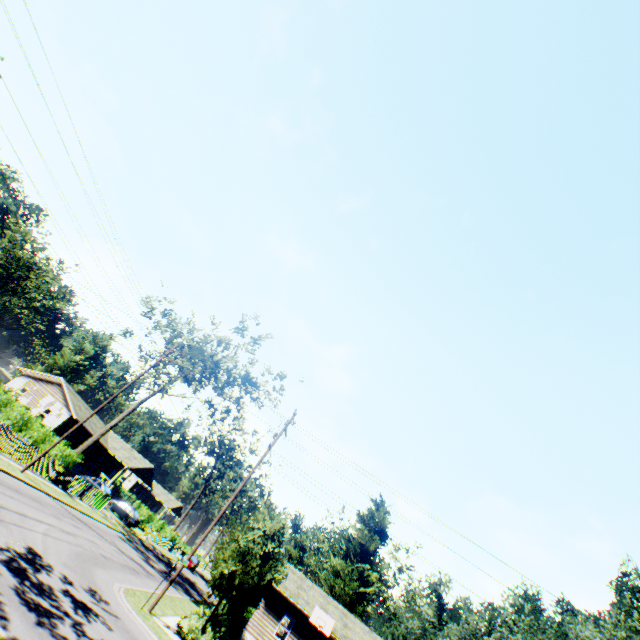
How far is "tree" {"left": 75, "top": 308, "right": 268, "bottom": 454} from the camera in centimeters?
2984cm

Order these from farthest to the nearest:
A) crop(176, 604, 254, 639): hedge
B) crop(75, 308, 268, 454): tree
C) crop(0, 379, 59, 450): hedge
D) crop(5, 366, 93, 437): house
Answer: crop(5, 366, 93, 437): house → crop(75, 308, 268, 454): tree → crop(0, 379, 59, 450): hedge → crop(176, 604, 254, 639): hedge

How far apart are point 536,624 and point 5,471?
64.12m

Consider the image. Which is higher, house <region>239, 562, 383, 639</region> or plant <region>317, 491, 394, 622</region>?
plant <region>317, 491, 394, 622</region>

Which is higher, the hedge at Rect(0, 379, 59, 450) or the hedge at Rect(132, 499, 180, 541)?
the hedge at Rect(0, 379, 59, 450)

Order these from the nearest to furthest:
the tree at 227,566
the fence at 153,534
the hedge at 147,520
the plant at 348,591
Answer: the tree at 227,566, the plant at 348,591, the fence at 153,534, the hedge at 147,520

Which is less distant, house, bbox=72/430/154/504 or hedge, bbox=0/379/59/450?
hedge, bbox=0/379/59/450

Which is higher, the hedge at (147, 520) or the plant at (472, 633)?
the plant at (472, 633)
